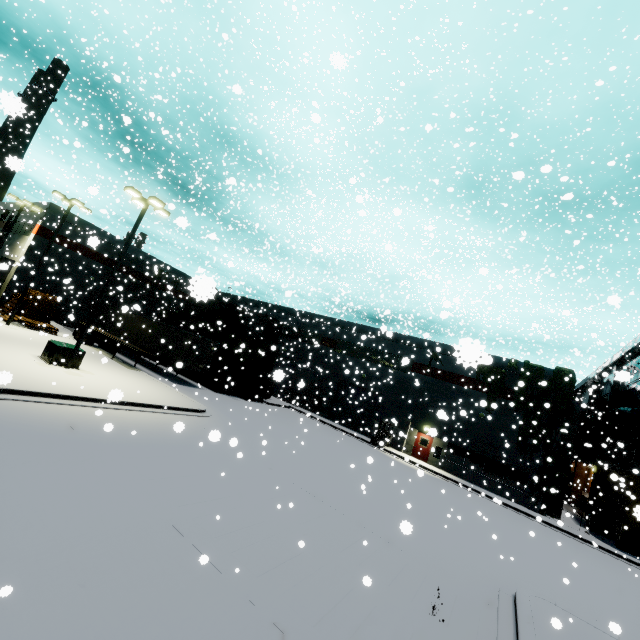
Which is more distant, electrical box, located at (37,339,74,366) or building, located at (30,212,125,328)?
building, located at (30,212,125,328)

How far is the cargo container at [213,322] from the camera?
27.9 meters

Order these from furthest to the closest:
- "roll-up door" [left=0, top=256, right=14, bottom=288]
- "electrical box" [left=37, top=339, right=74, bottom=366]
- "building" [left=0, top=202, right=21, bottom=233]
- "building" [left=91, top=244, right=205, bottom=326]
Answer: "building" [left=0, top=202, right=21, bottom=233] → "building" [left=91, top=244, right=205, bottom=326] → "electrical box" [left=37, top=339, right=74, bottom=366] → "roll-up door" [left=0, top=256, right=14, bottom=288]

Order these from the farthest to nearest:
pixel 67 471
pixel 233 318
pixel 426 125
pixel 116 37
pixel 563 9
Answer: pixel 233 318, pixel 116 37, pixel 563 9, pixel 67 471, pixel 426 125

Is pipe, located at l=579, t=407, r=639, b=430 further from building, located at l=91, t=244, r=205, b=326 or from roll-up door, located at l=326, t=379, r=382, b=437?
roll-up door, located at l=326, t=379, r=382, b=437

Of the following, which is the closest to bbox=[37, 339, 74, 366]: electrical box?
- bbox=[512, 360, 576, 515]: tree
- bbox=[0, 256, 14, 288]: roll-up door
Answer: bbox=[0, 256, 14, 288]: roll-up door

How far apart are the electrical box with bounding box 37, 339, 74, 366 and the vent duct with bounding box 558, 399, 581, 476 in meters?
32.9

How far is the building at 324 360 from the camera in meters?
25.0 m
